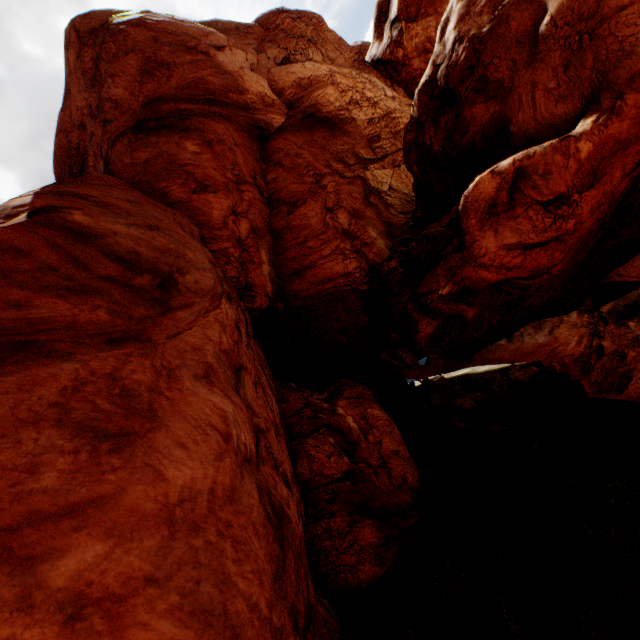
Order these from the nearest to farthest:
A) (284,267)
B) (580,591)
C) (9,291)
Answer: (9,291)
(580,591)
(284,267)
